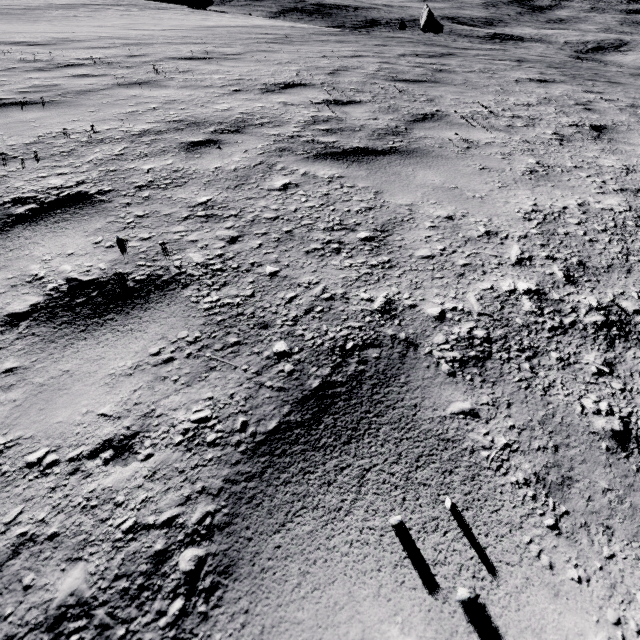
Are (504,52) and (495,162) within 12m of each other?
no
